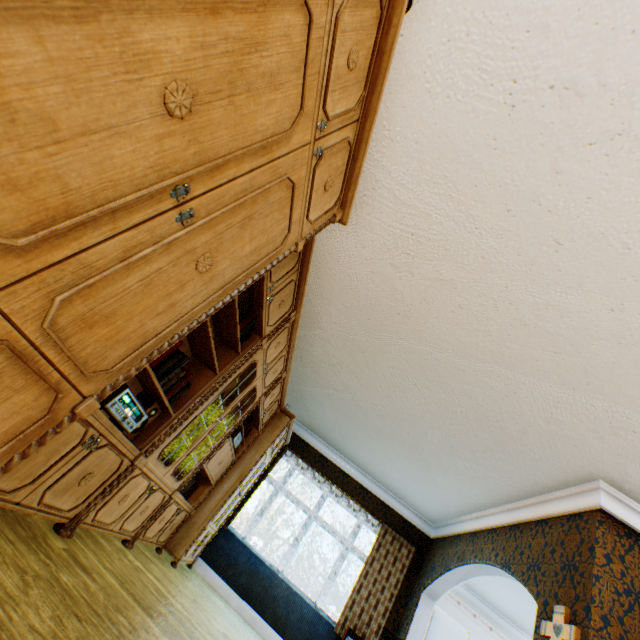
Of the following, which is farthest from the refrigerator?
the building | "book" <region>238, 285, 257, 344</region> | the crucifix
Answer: "book" <region>238, 285, 257, 344</region>

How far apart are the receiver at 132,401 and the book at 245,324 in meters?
Result: 1.0 m

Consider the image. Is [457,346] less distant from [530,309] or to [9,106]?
[530,309]

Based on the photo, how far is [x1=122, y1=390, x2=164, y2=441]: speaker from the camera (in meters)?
2.37

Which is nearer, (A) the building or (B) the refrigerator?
(A) the building

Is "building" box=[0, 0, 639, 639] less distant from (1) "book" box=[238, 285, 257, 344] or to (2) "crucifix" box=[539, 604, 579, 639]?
(2) "crucifix" box=[539, 604, 579, 639]

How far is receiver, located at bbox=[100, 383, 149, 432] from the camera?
1.8m

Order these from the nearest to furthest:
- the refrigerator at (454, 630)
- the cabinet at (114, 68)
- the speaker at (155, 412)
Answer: the cabinet at (114, 68), the speaker at (155, 412), the refrigerator at (454, 630)
